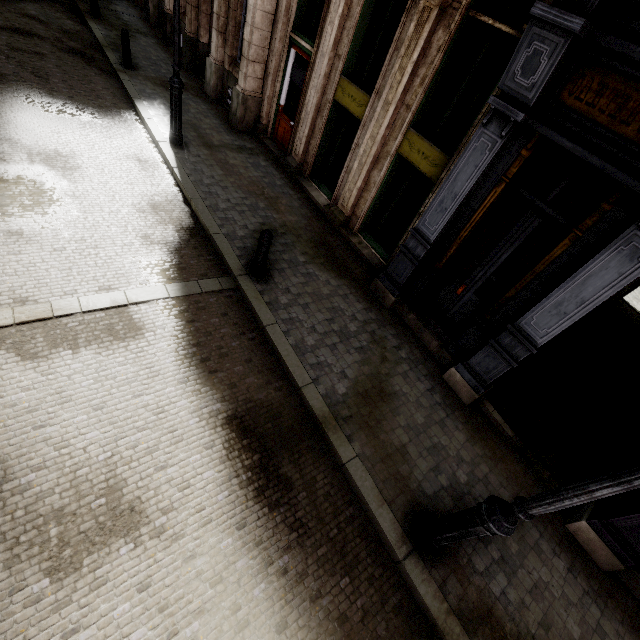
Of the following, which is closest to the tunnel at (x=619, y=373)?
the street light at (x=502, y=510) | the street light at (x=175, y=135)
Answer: the street light at (x=502, y=510)

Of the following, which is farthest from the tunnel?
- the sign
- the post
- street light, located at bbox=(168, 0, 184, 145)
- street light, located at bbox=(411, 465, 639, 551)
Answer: street light, located at bbox=(168, 0, 184, 145)

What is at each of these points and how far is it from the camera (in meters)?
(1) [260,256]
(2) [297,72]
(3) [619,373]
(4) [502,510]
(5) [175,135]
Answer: (1) post, 5.85
(2) sign, 8.77
(3) tunnel, 8.19
(4) street light, 3.05
(5) street light, 8.16

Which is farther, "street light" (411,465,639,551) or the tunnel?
the tunnel

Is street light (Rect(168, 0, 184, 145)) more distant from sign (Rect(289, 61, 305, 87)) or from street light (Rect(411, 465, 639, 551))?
street light (Rect(411, 465, 639, 551))

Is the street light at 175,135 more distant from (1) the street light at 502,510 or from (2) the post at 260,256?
(1) the street light at 502,510

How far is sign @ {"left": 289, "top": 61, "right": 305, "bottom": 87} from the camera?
8.6 meters

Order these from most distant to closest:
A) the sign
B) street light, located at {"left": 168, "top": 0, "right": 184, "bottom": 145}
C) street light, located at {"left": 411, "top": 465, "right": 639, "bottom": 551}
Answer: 1. the sign
2. street light, located at {"left": 168, "top": 0, "right": 184, "bottom": 145}
3. street light, located at {"left": 411, "top": 465, "right": 639, "bottom": 551}
